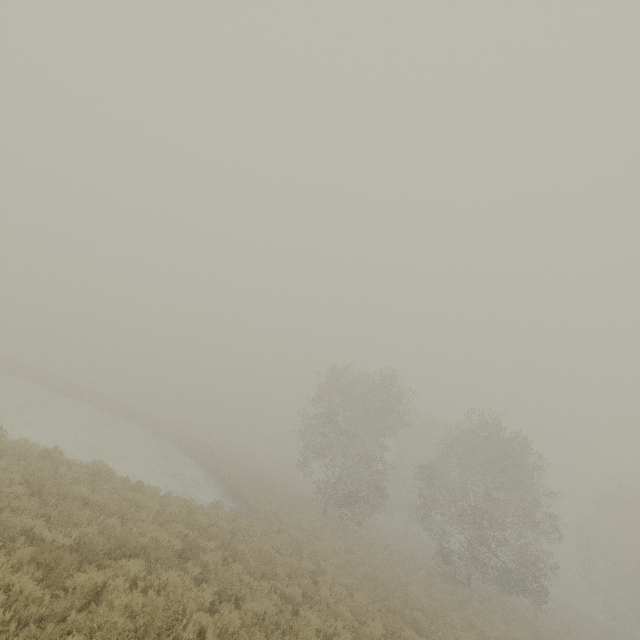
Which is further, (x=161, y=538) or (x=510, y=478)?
Result: (x=510, y=478)
